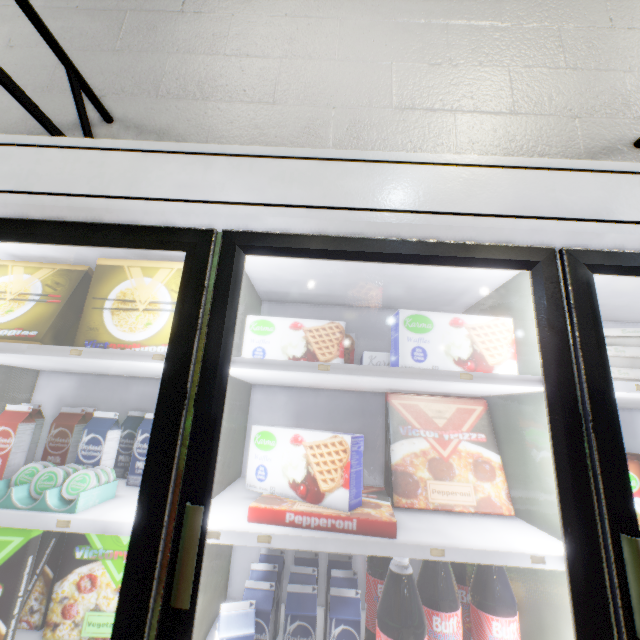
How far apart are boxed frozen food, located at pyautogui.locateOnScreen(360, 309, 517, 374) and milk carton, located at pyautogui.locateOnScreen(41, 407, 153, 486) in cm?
99

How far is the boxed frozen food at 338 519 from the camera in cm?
85

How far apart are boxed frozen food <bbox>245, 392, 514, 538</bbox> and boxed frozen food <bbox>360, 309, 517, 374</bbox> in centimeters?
24cm

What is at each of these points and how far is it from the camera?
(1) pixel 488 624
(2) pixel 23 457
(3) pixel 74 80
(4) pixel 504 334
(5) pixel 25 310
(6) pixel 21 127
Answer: (1) soda bottle, 0.9 meters
(2) milk carton, 1.1 meters
(3) light truss, 1.9 meters
(4) boxed frozen food, 1.0 meters
(5) boxed food, 1.1 meters
(6) building, 2.2 meters

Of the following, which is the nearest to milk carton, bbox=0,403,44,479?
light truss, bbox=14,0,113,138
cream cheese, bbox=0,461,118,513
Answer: cream cheese, bbox=0,461,118,513

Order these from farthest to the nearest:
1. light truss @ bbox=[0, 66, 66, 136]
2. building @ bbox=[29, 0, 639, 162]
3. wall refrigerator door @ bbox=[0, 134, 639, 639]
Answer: building @ bbox=[29, 0, 639, 162] < light truss @ bbox=[0, 66, 66, 136] < wall refrigerator door @ bbox=[0, 134, 639, 639]

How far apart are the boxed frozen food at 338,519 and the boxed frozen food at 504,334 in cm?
24

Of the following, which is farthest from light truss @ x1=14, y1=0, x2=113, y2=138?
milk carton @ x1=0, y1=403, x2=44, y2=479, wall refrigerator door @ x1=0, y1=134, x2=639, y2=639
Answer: milk carton @ x1=0, y1=403, x2=44, y2=479
